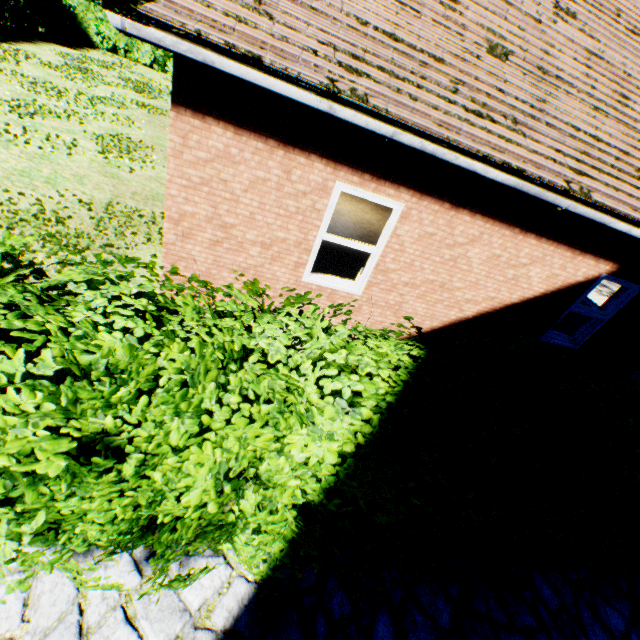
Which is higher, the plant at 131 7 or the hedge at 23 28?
the plant at 131 7

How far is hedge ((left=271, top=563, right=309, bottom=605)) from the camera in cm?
229

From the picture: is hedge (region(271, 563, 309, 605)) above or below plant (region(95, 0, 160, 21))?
below

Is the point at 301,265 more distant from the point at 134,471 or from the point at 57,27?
the point at 57,27

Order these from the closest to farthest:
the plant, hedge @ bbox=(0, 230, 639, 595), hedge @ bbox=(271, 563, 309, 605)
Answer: hedge @ bbox=(0, 230, 639, 595) < hedge @ bbox=(271, 563, 309, 605) < the plant

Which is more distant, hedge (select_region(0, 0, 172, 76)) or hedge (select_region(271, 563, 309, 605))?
hedge (select_region(0, 0, 172, 76))

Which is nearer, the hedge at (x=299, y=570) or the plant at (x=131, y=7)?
the hedge at (x=299, y=570)
